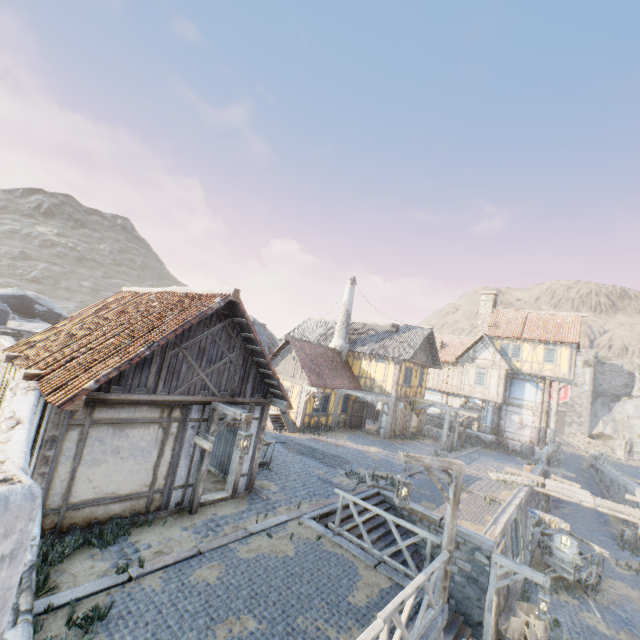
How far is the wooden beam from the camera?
7.11m

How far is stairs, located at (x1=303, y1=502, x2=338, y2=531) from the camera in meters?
9.7 m

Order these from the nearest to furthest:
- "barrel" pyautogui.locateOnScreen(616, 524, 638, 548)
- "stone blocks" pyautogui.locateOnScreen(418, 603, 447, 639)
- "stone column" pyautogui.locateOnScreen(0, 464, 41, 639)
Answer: "stone column" pyautogui.locateOnScreen(0, 464, 41, 639) < "stone blocks" pyautogui.locateOnScreen(418, 603, 447, 639) < "barrel" pyautogui.locateOnScreen(616, 524, 638, 548)

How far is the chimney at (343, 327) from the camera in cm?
2612

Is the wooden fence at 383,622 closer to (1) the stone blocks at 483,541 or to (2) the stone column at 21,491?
(1) the stone blocks at 483,541

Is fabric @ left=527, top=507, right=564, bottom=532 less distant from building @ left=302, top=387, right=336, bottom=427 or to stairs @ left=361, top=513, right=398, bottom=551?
stairs @ left=361, top=513, right=398, bottom=551

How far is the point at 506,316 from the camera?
31.19m

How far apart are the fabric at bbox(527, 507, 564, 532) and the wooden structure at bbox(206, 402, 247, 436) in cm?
1464
